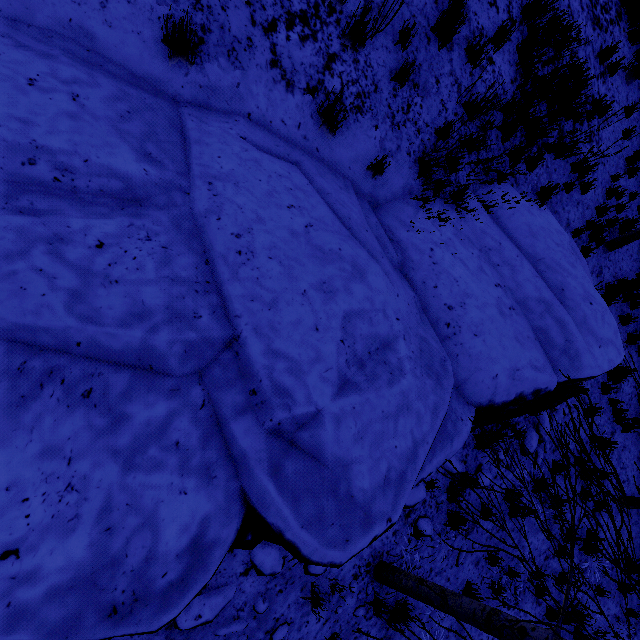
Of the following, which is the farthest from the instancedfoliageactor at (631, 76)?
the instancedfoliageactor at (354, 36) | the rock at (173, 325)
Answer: the instancedfoliageactor at (354, 36)

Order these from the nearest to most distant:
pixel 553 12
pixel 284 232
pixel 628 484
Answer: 1. pixel 284 232
2. pixel 553 12
3. pixel 628 484

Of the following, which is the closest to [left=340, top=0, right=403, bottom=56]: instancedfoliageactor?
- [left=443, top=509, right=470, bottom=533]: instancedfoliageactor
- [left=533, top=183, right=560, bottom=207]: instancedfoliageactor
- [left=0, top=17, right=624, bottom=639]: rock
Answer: [left=0, top=17, right=624, bottom=639]: rock

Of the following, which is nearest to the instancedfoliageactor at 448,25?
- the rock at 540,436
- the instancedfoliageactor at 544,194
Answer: the instancedfoliageactor at 544,194

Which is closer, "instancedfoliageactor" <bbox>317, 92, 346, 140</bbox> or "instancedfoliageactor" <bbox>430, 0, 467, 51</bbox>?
"instancedfoliageactor" <bbox>317, 92, 346, 140</bbox>

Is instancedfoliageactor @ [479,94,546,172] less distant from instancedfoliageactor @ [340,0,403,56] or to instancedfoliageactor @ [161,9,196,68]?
instancedfoliageactor @ [340,0,403,56]

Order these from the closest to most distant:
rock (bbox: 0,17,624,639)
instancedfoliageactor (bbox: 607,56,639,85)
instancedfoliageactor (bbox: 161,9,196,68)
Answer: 1. rock (bbox: 0,17,624,639)
2. instancedfoliageactor (bbox: 161,9,196,68)
3. instancedfoliageactor (bbox: 607,56,639,85)

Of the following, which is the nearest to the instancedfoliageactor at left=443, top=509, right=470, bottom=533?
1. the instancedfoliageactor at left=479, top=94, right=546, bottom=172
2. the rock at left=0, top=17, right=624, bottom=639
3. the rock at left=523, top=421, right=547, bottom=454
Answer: the rock at left=0, top=17, right=624, bottom=639
